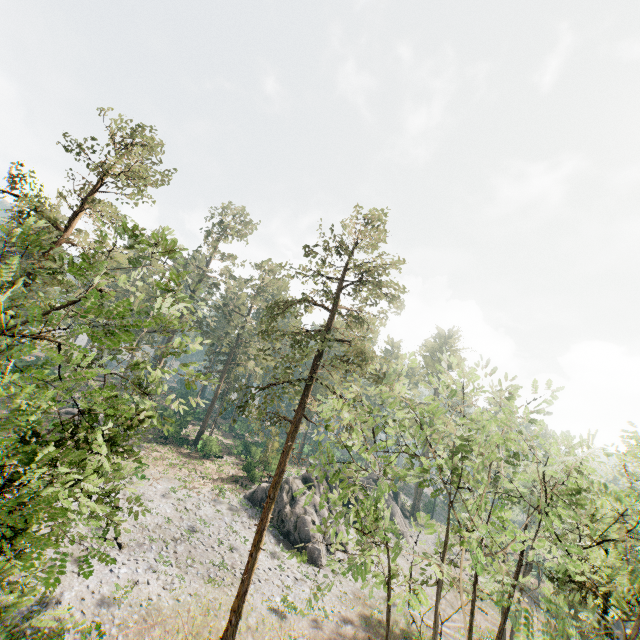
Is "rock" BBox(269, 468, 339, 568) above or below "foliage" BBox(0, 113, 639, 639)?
below

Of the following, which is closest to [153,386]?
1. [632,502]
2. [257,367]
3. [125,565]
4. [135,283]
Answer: [135,283]

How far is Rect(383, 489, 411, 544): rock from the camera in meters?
43.5

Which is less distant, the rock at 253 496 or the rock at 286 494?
the rock at 286 494

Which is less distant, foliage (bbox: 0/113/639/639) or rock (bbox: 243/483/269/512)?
foliage (bbox: 0/113/639/639)

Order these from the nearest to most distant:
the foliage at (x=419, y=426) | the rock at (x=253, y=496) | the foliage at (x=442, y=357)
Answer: the foliage at (x=419, y=426)
the foliage at (x=442, y=357)
the rock at (x=253, y=496)

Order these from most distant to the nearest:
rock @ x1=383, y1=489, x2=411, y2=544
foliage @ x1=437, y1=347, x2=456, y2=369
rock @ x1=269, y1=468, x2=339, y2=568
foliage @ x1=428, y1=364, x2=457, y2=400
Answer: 1. rock @ x1=383, y1=489, x2=411, y2=544
2. rock @ x1=269, y1=468, x2=339, y2=568
3. foliage @ x1=437, y1=347, x2=456, y2=369
4. foliage @ x1=428, y1=364, x2=457, y2=400
